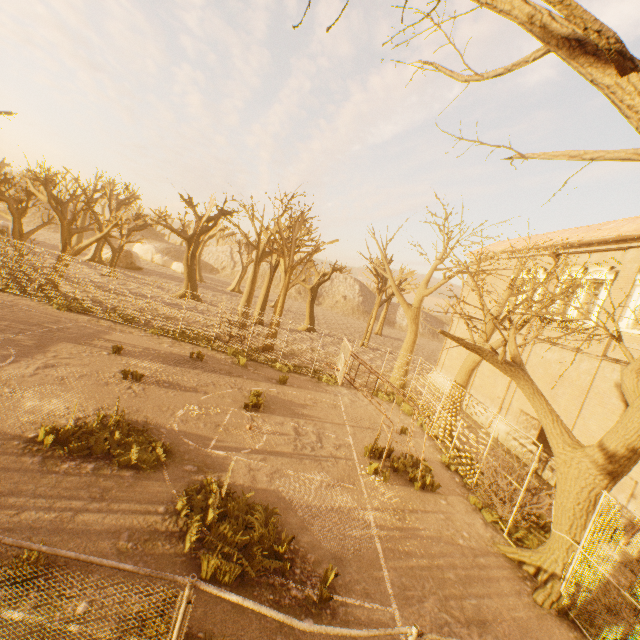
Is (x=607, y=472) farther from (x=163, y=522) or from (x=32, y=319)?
(x=32, y=319)

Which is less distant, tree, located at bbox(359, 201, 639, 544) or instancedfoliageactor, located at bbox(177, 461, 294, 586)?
instancedfoliageactor, located at bbox(177, 461, 294, 586)

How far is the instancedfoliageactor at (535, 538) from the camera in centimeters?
922cm

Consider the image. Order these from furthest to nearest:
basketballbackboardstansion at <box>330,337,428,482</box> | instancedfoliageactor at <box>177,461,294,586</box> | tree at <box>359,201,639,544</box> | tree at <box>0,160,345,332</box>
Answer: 1. tree at <box>0,160,345,332</box>
2. basketballbackboardstansion at <box>330,337,428,482</box>
3. tree at <box>359,201,639,544</box>
4. instancedfoliageactor at <box>177,461,294,586</box>

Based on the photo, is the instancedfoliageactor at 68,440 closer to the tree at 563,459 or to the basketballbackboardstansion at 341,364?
the basketballbackboardstansion at 341,364

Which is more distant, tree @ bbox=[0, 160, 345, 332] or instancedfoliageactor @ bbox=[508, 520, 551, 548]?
tree @ bbox=[0, 160, 345, 332]

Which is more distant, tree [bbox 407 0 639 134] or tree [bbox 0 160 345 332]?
tree [bbox 0 160 345 332]

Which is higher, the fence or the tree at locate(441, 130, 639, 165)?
the tree at locate(441, 130, 639, 165)
